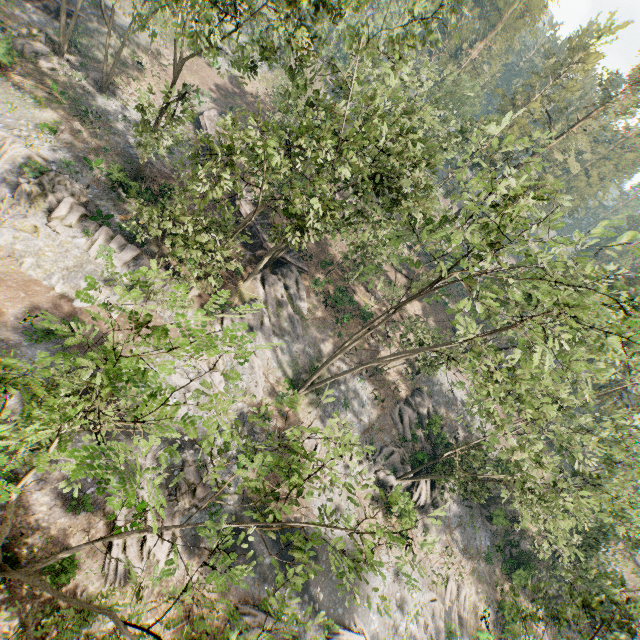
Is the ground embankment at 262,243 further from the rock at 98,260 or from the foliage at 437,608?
the rock at 98,260

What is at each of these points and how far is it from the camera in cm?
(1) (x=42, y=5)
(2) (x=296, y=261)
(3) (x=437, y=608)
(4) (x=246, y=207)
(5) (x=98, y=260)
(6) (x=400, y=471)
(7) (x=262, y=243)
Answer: (1) ground embankment, 3325
(2) ground embankment, 3466
(3) foliage, 2803
(4) ground embankment, 3422
(5) rock, 2406
(6) foliage, 3269
(7) ground embankment, 3338

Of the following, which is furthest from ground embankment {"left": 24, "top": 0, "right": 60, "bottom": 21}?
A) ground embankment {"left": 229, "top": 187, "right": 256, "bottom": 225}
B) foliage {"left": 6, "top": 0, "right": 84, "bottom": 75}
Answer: ground embankment {"left": 229, "top": 187, "right": 256, "bottom": 225}

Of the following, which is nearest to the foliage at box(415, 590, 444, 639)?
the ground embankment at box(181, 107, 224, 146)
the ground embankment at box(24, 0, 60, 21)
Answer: the ground embankment at box(24, 0, 60, 21)

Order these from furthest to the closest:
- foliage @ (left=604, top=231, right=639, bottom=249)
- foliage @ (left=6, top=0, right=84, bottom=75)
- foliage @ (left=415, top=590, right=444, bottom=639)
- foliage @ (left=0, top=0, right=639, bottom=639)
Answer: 1. foliage @ (left=6, top=0, right=84, bottom=75)
2. foliage @ (left=415, top=590, right=444, bottom=639)
3. foliage @ (left=604, top=231, right=639, bottom=249)
4. foliage @ (left=0, top=0, right=639, bottom=639)

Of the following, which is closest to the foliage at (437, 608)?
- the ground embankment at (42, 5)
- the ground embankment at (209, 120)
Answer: the ground embankment at (42, 5)

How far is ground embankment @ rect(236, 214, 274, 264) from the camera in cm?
3322
